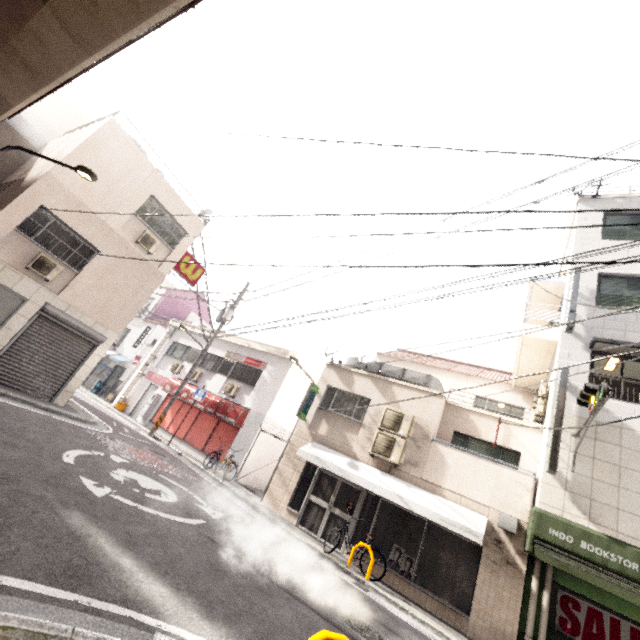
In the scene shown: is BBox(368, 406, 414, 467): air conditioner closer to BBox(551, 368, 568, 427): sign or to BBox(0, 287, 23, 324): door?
BBox(551, 368, 568, 427): sign

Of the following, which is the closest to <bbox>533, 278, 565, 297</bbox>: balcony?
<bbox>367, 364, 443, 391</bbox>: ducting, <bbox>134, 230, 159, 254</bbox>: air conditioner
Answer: <bbox>367, 364, 443, 391</bbox>: ducting

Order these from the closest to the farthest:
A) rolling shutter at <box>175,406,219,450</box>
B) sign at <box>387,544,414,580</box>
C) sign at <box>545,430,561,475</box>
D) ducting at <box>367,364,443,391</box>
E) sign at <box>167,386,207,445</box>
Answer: sign at <box>545,430,561,475</box> < sign at <box>387,544,414,580</box> < ducting at <box>367,364,443,391</box> < sign at <box>167,386,207,445</box> < rolling shutter at <box>175,406,219,450</box>

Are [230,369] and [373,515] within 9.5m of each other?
no

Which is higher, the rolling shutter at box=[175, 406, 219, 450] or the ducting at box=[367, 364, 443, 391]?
the ducting at box=[367, 364, 443, 391]

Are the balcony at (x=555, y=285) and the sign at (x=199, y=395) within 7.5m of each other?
no

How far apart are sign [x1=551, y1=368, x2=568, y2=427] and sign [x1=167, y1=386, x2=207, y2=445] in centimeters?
1355cm

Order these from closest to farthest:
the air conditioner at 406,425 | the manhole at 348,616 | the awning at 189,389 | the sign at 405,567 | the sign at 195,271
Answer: the manhole at 348,616 < the sign at 405,567 < the air conditioner at 406,425 < the sign at 195,271 < the awning at 189,389
